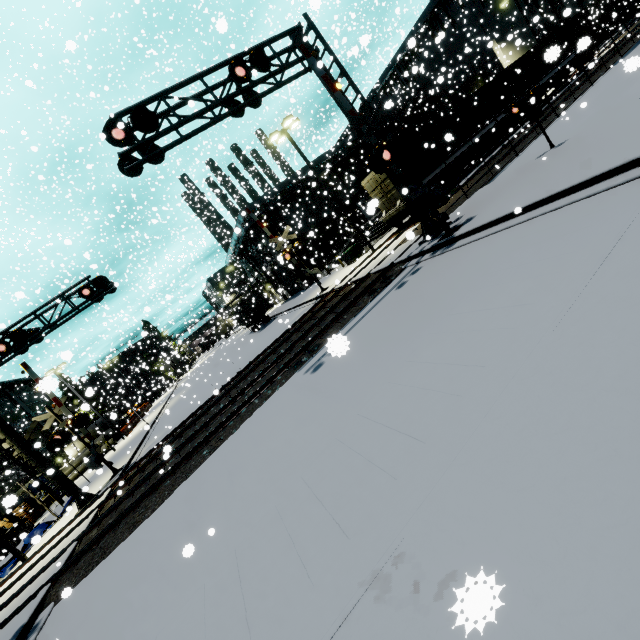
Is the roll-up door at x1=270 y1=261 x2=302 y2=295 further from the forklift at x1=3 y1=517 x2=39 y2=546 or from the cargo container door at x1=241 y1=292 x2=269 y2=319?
the forklift at x1=3 y1=517 x2=39 y2=546

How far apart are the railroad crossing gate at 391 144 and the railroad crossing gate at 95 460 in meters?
13.6 m

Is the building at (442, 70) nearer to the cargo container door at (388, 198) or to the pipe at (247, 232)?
the pipe at (247, 232)

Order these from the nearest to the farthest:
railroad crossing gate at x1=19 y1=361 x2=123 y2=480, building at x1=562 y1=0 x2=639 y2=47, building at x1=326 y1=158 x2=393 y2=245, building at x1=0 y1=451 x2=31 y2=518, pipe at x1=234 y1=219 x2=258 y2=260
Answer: building at x1=0 y1=451 x2=31 y2=518, railroad crossing gate at x1=19 y1=361 x2=123 y2=480, building at x1=326 y1=158 x2=393 y2=245, pipe at x1=234 y1=219 x2=258 y2=260, building at x1=562 y1=0 x2=639 y2=47

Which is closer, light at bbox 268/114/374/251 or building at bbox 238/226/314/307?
light at bbox 268/114/374/251

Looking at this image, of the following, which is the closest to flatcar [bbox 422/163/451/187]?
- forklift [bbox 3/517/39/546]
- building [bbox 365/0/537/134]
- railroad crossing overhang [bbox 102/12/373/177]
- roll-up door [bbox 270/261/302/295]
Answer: building [bbox 365/0/537/134]

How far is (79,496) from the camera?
15.55m

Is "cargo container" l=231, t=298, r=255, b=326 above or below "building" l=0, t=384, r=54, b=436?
below
